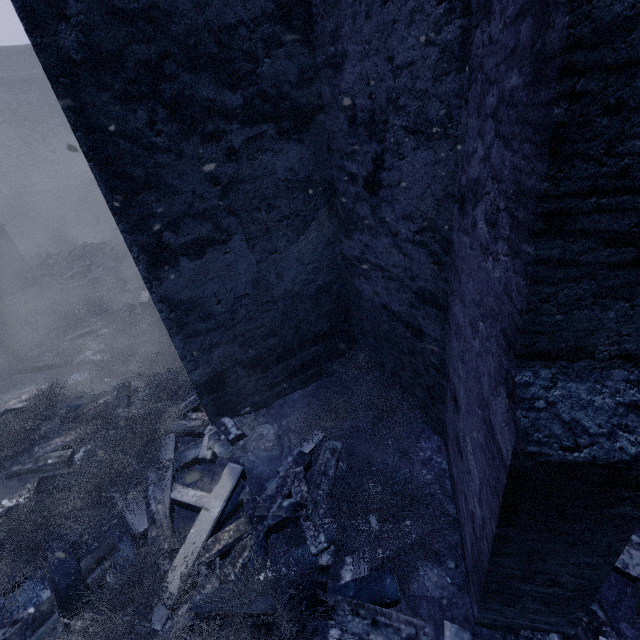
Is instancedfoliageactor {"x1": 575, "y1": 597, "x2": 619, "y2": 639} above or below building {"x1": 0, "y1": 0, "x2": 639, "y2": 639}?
below

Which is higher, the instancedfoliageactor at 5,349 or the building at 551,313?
the building at 551,313

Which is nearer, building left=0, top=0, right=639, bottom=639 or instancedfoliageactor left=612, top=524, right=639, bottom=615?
building left=0, top=0, right=639, bottom=639

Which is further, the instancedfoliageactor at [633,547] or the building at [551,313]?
the instancedfoliageactor at [633,547]

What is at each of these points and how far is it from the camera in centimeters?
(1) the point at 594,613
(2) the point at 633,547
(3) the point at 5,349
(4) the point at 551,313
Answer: (1) instancedfoliageactor, 231cm
(2) instancedfoliageactor, 265cm
(3) instancedfoliageactor, 691cm
(4) building, 129cm
